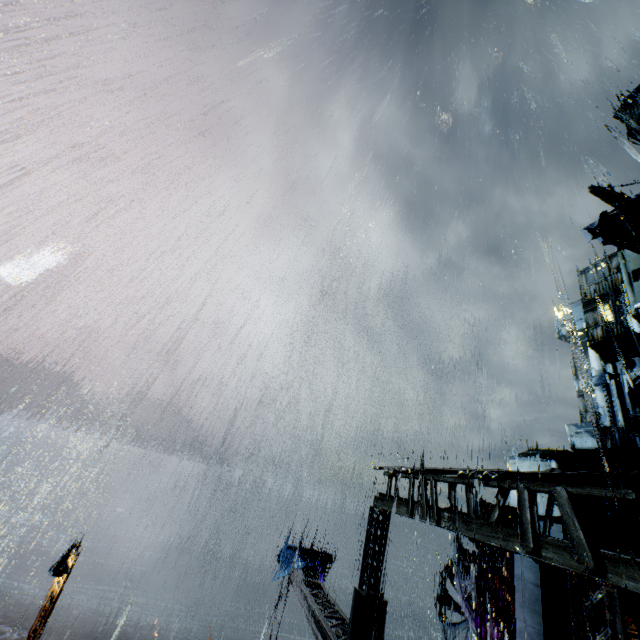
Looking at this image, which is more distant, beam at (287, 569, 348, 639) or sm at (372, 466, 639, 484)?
beam at (287, 569, 348, 639)

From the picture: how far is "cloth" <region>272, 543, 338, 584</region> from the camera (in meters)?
18.22

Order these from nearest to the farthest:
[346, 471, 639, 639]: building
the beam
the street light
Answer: [346, 471, 639, 639]: building
the beam
the street light

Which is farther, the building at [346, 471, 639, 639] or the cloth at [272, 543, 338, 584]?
the cloth at [272, 543, 338, 584]

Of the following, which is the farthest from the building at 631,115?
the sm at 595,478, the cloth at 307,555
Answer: the cloth at 307,555

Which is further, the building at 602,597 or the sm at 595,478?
the sm at 595,478

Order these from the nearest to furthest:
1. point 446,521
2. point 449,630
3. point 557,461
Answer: point 446,521
point 449,630
point 557,461

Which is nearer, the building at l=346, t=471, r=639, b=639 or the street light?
the building at l=346, t=471, r=639, b=639
